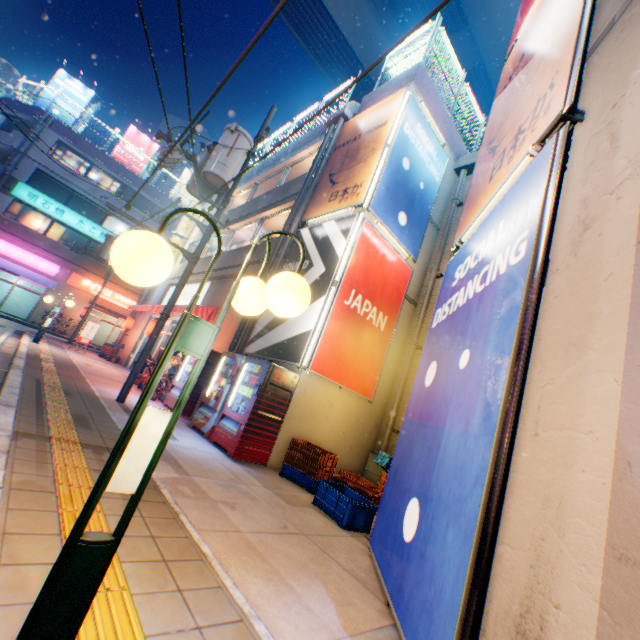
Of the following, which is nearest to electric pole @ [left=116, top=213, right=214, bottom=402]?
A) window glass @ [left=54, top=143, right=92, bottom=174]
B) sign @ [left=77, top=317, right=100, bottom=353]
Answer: sign @ [left=77, top=317, right=100, bottom=353]

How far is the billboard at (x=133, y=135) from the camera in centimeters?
3122cm

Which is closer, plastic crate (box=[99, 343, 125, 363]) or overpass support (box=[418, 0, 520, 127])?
overpass support (box=[418, 0, 520, 127])

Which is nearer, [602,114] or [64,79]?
[602,114]

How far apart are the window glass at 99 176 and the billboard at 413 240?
29.5 meters

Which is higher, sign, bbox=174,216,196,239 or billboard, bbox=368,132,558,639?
sign, bbox=174,216,196,239

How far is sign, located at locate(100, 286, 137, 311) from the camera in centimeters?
2892cm

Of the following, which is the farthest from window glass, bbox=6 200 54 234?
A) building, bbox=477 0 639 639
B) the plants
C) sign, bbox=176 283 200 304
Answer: building, bbox=477 0 639 639
